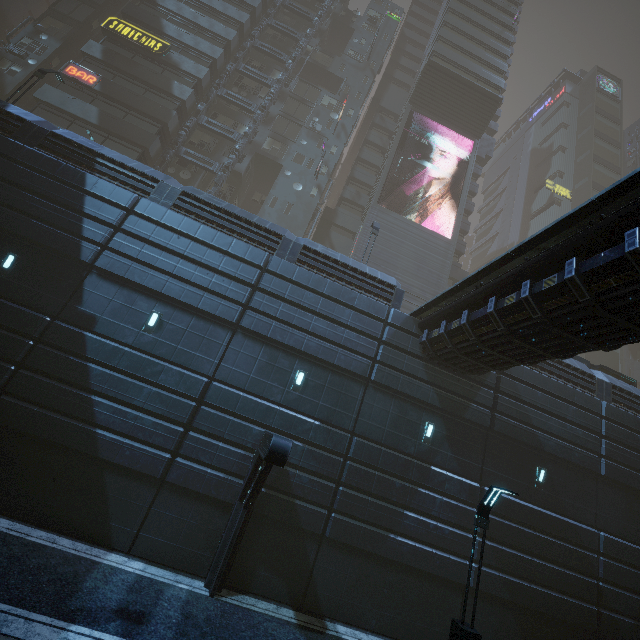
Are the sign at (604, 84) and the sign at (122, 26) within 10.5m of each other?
no

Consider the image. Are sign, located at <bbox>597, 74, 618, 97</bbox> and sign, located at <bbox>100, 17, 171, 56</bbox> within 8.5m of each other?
no

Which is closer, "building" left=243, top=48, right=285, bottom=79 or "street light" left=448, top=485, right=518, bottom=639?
"street light" left=448, top=485, right=518, bottom=639

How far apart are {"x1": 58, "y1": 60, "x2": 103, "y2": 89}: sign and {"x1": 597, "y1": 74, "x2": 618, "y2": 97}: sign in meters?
77.4

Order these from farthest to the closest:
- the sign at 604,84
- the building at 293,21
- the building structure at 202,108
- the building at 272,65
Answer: the sign at 604,84 → the building at 293,21 → the building at 272,65 → the building structure at 202,108

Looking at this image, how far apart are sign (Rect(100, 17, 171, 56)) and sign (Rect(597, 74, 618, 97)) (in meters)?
71.32

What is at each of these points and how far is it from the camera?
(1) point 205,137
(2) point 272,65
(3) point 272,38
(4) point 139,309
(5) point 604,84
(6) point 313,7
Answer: (1) building, 30.2 meters
(2) building, 34.8 meters
(3) building, 36.0 meters
(4) building, 12.5 meters
(5) sign, 57.9 meters
(6) building, 39.2 meters

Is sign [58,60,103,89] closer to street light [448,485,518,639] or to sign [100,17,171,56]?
sign [100,17,171,56]
